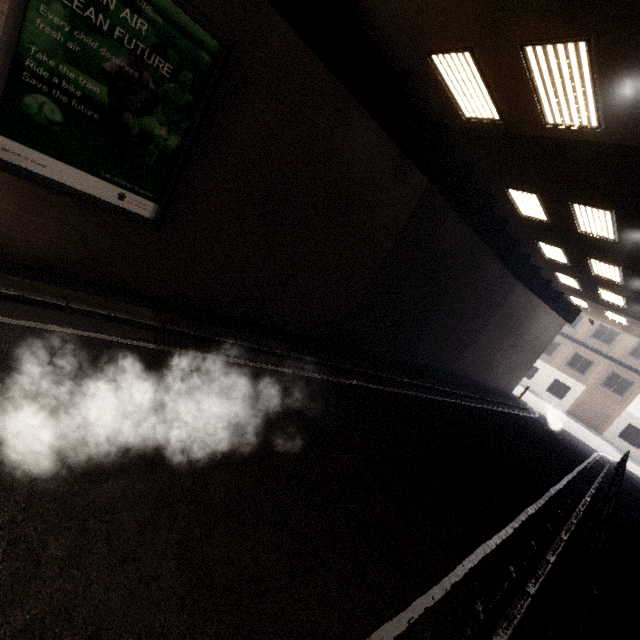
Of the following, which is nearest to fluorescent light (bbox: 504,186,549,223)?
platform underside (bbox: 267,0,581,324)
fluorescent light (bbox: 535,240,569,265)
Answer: platform underside (bbox: 267,0,581,324)

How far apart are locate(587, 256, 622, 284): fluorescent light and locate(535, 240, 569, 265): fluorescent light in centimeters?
92cm

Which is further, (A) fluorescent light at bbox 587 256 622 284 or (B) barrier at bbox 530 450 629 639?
(A) fluorescent light at bbox 587 256 622 284

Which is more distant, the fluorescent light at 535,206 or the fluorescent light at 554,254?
the fluorescent light at 554,254

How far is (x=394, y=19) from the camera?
5.98m

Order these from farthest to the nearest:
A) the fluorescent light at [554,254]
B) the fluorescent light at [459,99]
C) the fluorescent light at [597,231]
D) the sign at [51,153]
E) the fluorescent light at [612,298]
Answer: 1. the fluorescent light at [612,298]
2. the fluorescent light at [554,254]
3. the fluorescent light at [597,231]
4. the fluorescent light at [459,99]
5. the sign at [51,153]

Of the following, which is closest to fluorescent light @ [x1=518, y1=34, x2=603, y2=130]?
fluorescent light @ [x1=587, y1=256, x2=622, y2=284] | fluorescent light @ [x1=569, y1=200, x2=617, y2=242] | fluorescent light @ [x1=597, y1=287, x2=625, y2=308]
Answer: fluorescent light @ [x1=569, y1=200, x2=617, y2=242]

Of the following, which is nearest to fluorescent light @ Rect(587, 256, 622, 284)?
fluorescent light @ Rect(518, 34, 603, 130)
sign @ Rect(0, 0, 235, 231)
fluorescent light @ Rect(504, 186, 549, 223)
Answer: fluorescent light @ Rect(504, 186, 549, 223)
